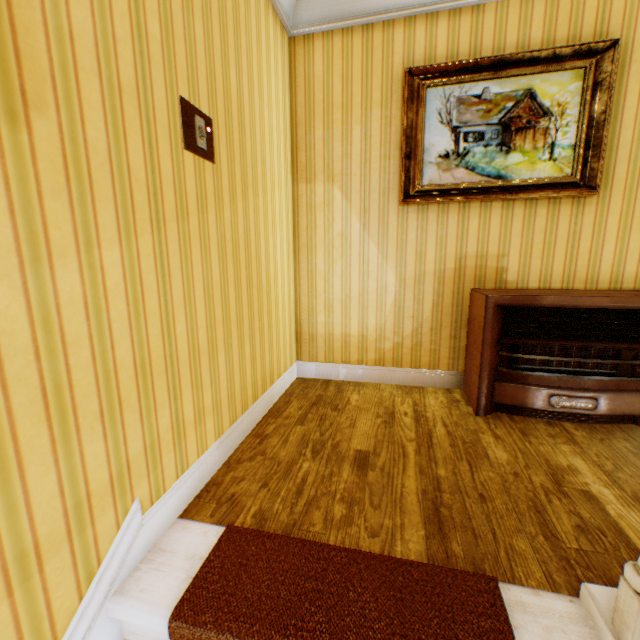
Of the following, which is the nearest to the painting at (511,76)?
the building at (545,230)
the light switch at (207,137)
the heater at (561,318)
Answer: the building at (545,230)

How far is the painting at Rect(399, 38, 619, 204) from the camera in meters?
2.3

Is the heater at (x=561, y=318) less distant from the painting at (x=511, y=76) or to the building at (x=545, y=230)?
the building at (x=545, y=230)

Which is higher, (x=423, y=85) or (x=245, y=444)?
(x=423, y=85)

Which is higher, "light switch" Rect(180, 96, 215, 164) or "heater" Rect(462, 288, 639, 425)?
"light switch" Rect(180, 96, 215, 164)

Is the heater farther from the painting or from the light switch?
the light switch

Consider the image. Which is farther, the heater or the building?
the heater

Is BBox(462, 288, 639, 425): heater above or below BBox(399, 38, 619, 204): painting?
below
